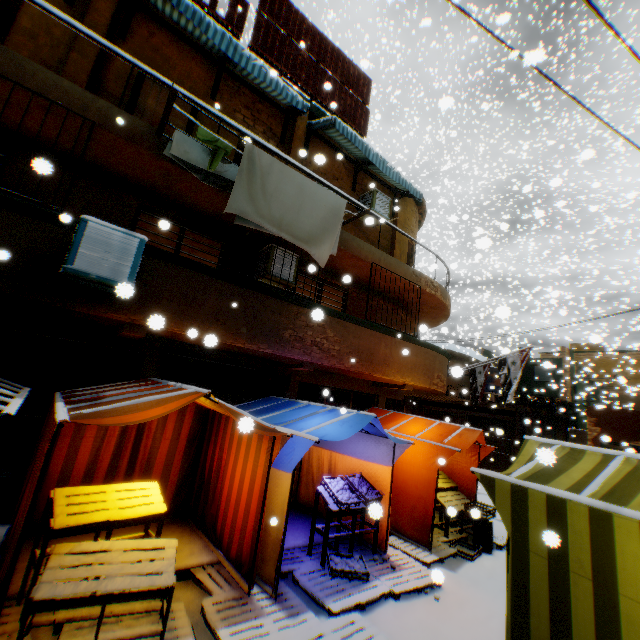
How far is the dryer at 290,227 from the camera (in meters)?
5.36

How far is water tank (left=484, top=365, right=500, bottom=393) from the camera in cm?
2228

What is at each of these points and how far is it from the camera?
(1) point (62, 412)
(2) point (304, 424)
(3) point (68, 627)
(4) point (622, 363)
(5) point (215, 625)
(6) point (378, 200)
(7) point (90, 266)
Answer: (1) metal tent frame, 3.22m
(2) tent, 5.46m
(3) wooden pallet, 3.35m
(4) building, 35.31m
(5) wooden pallet, 3.70m
(6) air conditioner, 10.43m
(7) air conditioner, 4.36m

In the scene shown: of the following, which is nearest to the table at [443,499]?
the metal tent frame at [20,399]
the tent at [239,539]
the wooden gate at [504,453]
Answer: the tent at [239,539]

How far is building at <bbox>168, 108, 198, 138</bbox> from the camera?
7.40m

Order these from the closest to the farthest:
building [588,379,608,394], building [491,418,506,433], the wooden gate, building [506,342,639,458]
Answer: building [491,418,506,433] < building [506,342,639,458] < the wooden gate < building [588,379,608,394]

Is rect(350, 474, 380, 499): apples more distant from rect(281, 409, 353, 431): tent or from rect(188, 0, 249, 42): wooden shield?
rect(188, 0, 249, 42): wooden shield

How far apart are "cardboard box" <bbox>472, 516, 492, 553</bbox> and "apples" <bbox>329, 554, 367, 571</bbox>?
2.8m
